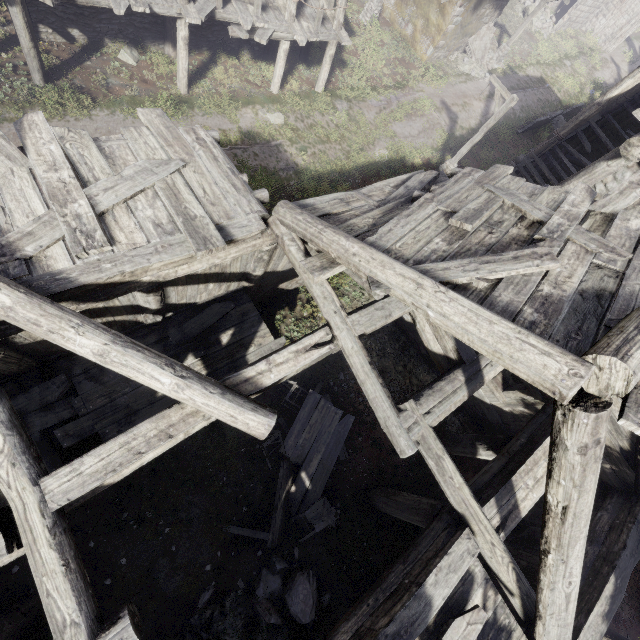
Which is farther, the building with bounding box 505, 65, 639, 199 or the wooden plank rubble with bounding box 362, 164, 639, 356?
the building with bounding box 505, 65, 639, 199

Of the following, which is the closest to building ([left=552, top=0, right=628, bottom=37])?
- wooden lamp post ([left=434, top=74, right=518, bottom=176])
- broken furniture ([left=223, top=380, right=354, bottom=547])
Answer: broken furniture ([left=223, top=380, right=354, bottom=547])

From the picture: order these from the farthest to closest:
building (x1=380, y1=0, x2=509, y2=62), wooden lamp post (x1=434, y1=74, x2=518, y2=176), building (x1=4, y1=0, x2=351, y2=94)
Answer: building (x1=380, y1=0, x2=509, y2=62) < wooden lamp post (x1=434, y1=74, x2=518, y2=176) < building (x1=4, y1=0, x2=351, y2=94)

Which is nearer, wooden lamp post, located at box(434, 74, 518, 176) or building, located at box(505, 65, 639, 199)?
building, located at box(505, 65, 639, 199)

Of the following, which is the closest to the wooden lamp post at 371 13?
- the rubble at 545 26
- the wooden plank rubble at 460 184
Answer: the rubble at 545 26

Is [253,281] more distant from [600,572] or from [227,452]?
[600,572]

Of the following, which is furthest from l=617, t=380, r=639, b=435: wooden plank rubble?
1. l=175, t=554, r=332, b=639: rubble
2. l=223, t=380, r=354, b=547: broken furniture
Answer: l=175, t=554, r=332, b=639: rubble

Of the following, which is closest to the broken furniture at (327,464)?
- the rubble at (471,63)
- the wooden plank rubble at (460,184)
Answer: the wooden plank rubble at (460,184)
